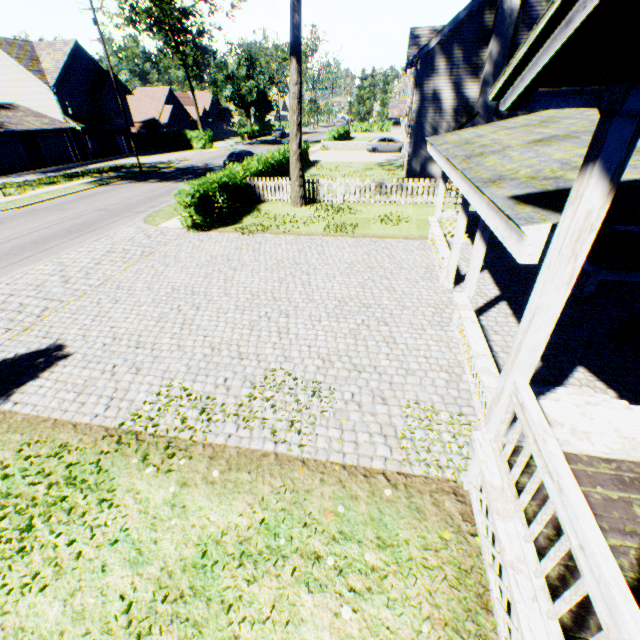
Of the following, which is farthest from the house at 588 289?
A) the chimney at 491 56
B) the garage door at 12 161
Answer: the garage door at 12 161

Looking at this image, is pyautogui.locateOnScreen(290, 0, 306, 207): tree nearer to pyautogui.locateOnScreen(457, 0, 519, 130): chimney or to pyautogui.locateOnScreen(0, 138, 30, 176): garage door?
pyautogui.locateOnScreen(457, 0, 519, 130): chimney

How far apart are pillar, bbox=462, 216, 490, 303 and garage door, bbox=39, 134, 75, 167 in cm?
4347

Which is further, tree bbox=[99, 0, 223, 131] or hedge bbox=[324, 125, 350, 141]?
hedge bbox=[324, 125, 350, 141]

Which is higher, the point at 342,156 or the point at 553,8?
the point at 553,8

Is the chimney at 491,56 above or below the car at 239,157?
above

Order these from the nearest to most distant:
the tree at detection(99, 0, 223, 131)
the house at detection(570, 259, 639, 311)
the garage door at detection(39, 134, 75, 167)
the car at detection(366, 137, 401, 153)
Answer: the house at detection(570, 259, 639, 311)
the garage door at detection(39, 134, 75, 167)
the tree at detection(99, 0, 223, 131)
the car at detection(366, 137, 401, 153)

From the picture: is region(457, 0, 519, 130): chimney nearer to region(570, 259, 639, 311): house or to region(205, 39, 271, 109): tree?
region(205, 39, 271, 109): tree
